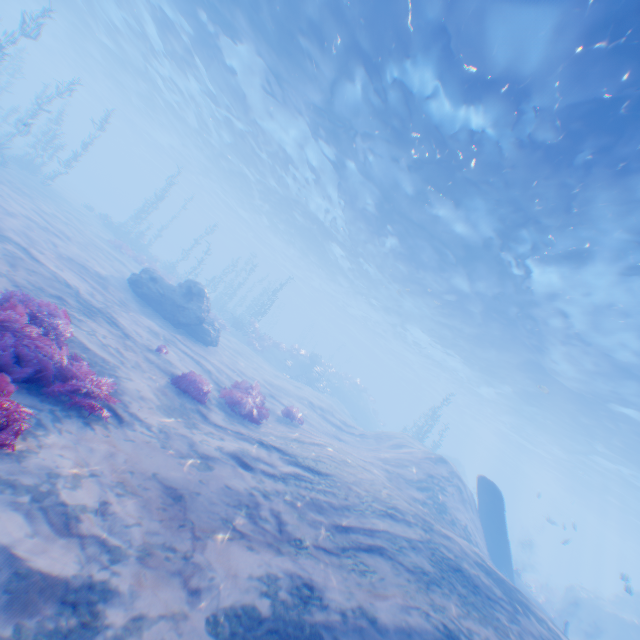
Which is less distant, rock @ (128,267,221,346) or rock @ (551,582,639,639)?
rock @ (128,267,221,346)

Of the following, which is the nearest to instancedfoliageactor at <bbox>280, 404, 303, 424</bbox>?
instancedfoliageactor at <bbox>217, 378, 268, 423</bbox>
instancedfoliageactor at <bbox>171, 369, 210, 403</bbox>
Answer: instancedfoliageactor at <bbox>217, 378, 268, 423</bbox>

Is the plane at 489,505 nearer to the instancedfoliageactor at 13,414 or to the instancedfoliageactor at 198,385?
the instancedfoliageactor at 198,385

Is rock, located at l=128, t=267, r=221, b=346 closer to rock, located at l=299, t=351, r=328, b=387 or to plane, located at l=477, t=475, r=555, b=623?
plane, located at l=477, t=475, r=555, b=623

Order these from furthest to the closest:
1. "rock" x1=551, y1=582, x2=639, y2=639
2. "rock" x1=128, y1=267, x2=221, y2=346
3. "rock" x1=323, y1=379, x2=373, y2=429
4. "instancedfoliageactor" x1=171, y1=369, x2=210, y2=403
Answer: "rock" x1=323, y1=379, x2=373, y2=429
"rock" x1=551, y1=582, x2=639, y2=639
"rock" x1=128, y1=267, x2=221, y2=346
"instancedfoliageactor" x1=171, y1=369, x2=210, y2=403

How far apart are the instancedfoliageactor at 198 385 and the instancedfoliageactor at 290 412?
4.2m

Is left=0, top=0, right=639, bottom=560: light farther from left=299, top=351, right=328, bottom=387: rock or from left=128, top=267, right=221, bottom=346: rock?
left=299, top=351, right=328, bottom=387: rock

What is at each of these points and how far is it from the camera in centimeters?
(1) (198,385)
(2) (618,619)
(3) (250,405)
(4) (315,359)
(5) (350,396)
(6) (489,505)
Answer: (1) instancedfoliageactor, 900cm
(2) rock, 2083cm
(3) instancedfoliageactor, 1043cm
(4) rock, 3406cm
(5) rock, 3788cm
(6) plane, 1600cm
